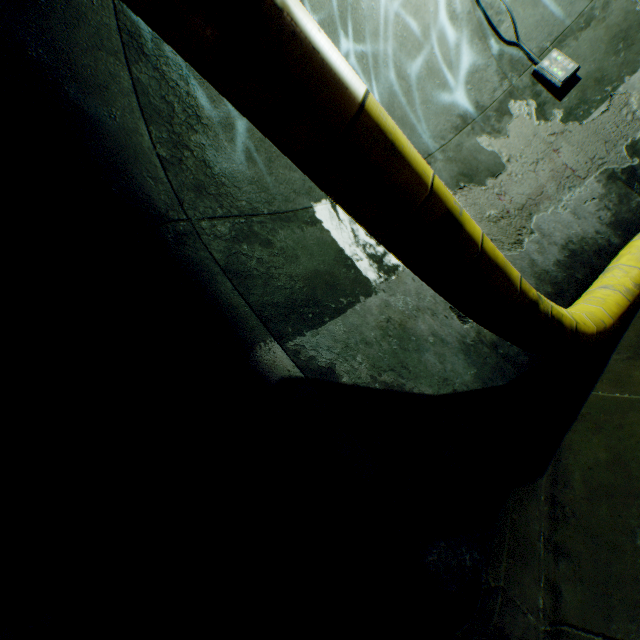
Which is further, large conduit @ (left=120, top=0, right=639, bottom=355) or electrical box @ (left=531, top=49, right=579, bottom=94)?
electrical box @ (left=531, top=49, right=579, bottom=94)

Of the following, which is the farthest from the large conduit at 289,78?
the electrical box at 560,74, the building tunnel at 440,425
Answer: the electrical box at 560,74

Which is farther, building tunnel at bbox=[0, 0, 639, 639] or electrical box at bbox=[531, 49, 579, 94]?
electrical box at bbox=[531, 49, 579, 94]

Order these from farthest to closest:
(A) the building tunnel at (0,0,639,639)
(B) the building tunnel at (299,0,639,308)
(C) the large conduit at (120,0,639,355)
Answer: (B) the building tunnel at (299,0,639,308) → (A) the building tunnel at (0,0,639,639) → (C) the large conduit at (120,0,639,355)

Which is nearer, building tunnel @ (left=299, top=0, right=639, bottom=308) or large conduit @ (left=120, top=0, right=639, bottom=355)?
large conduit @ (left=120, top=0, right=639, bottom=355)

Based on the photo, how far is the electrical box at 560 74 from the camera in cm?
388

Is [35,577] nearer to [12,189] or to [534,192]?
→ [12,189]

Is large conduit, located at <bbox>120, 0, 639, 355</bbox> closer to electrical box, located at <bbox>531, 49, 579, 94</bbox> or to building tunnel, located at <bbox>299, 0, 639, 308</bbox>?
building tunnel, located at <bbox>299, 0, 639, 308</bbox>
